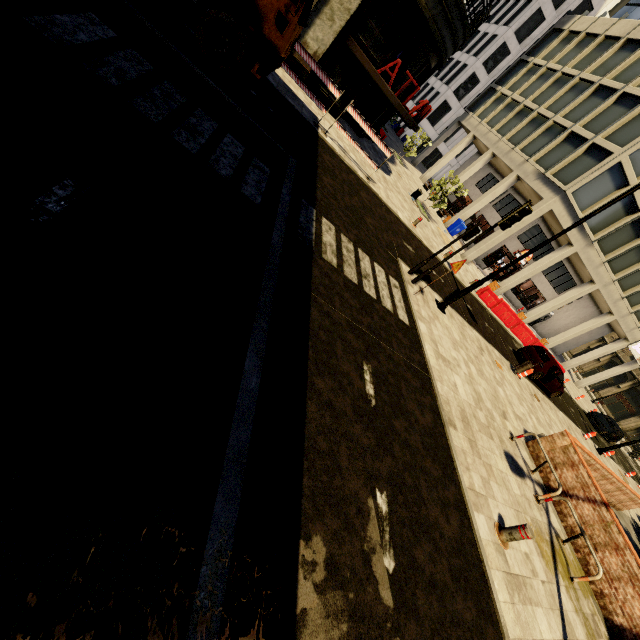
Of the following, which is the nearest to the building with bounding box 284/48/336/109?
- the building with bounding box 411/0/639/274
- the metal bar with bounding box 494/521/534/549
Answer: the building with bounding box 411/0/639/274

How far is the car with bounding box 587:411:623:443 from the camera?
26.50m

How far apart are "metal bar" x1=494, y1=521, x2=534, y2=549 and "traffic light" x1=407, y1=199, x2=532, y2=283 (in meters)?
6.97

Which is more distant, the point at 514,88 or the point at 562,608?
the point at 514,88

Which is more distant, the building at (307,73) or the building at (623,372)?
the building at (623,372)

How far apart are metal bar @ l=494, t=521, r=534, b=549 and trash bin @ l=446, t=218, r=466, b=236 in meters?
23.9

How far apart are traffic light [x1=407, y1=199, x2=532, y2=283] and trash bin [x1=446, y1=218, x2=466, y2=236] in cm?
1787

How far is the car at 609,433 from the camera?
26.5 meters
